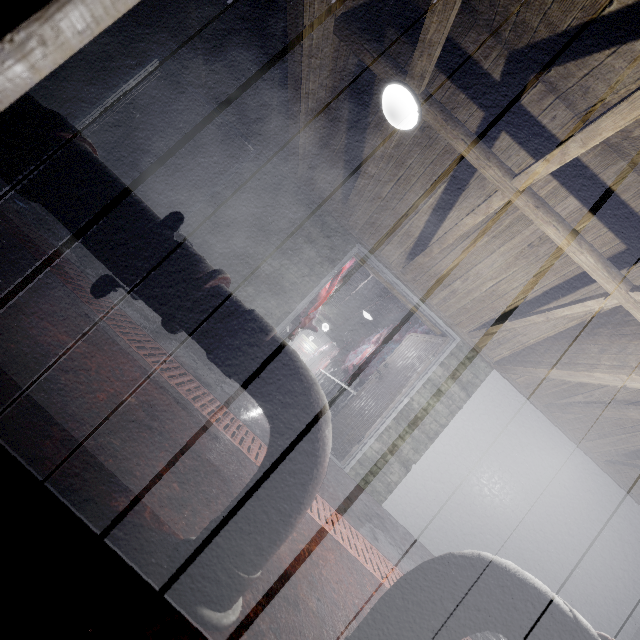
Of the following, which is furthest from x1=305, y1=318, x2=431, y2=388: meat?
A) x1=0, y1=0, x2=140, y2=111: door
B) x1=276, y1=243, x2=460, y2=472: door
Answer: x1=0, y1=0, x2=140, y2=111: door

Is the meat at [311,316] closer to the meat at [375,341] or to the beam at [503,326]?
the beam at [503,326]

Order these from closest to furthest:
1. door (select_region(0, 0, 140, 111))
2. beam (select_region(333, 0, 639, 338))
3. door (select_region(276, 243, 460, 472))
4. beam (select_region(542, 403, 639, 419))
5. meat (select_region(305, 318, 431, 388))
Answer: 1. door (select_region(0, 0, 140, 111))
2. beam (select_region(333, 0, 639, 338))
3. beam (select_region(542, 403, 639, 419))
4. door (select_region(276, 243, 460, 472))
5. meat (select_region(305, 318, 431, 388))

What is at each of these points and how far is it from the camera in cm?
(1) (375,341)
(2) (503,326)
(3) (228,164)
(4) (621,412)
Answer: (1) meat, 820
(2) beam, 317
(3) door, 371
(4) beam, 292

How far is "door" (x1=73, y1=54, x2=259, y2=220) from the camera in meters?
3.6

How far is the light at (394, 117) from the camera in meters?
2.1 m

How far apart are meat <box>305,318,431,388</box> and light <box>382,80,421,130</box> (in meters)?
7.47

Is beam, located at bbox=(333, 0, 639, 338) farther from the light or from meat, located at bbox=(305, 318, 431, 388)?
meat, located at bbox=(305, 318, 431, 388)
